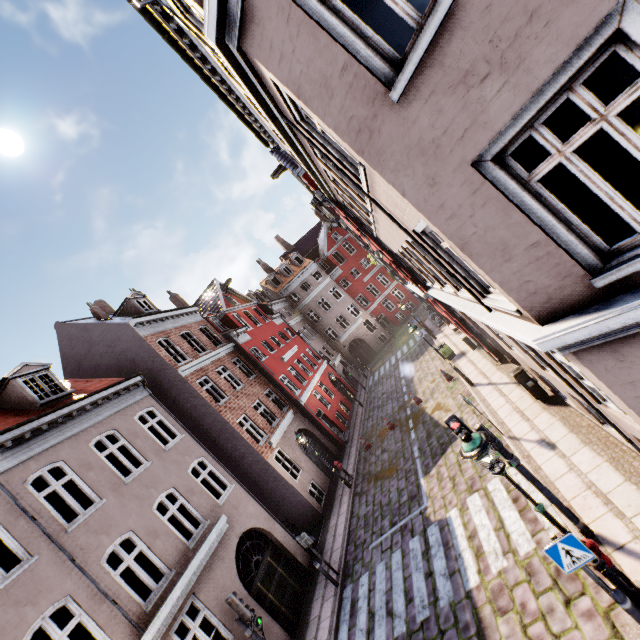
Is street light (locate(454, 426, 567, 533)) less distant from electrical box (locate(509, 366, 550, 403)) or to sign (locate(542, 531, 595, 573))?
sign (locate(542, 531, 595, 573))

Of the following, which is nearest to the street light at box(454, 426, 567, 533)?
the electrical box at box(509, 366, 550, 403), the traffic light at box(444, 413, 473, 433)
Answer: the traffic light at box(444, 413, 473, 433)

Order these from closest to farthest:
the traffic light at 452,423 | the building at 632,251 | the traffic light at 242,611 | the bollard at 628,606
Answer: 1. the building at 632,251
2. the bollard at 628,606
3. the traffic light at 452,423
4. the traffic light at 242,611

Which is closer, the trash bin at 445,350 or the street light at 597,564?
the street light at 597,564

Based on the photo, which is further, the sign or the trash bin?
the trash bin

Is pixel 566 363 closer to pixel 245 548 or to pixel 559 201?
pixel 559 201

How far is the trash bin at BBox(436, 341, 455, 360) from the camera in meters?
18.4 m

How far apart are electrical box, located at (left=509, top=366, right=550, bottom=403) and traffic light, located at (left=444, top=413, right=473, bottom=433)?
4.39m
